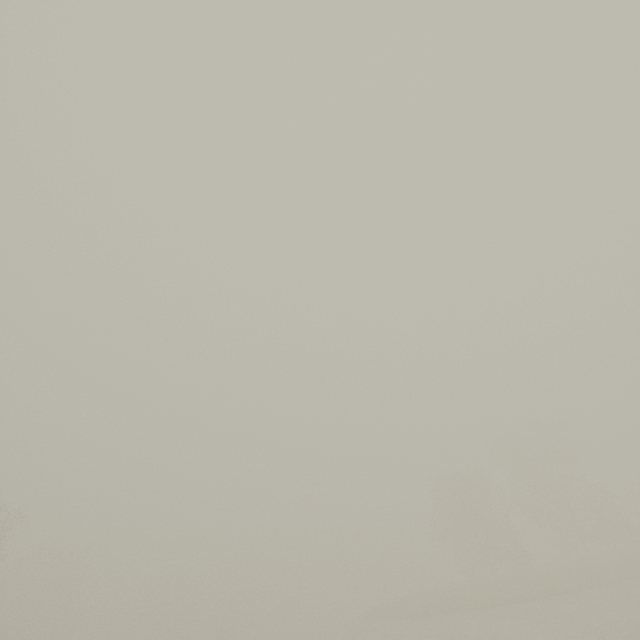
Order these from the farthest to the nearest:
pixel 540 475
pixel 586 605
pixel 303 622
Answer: pixel 303 622, pixel 540 475, pixel 586 605
